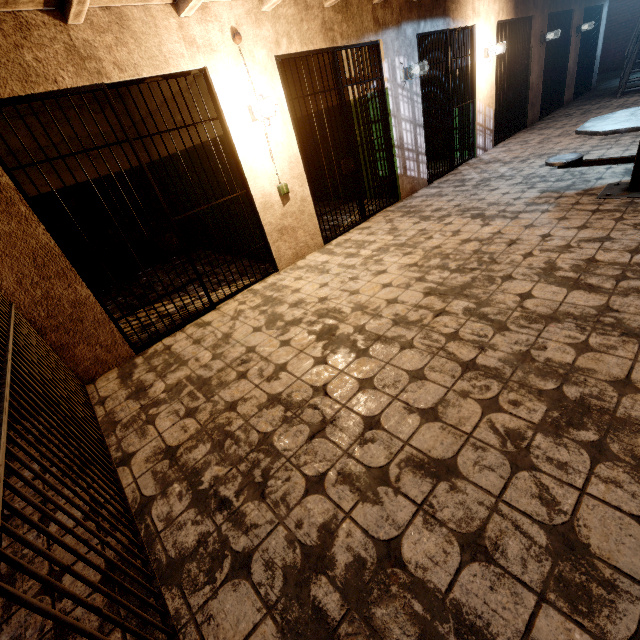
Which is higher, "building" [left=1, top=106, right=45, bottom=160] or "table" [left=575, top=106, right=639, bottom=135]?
"building" [left=1, top=106, right=45, bottom=160]

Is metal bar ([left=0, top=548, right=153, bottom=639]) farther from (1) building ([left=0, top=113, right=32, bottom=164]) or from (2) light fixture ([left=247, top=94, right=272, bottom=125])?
(2) light fixture ([left=247, top=94, right=272, bottom=125])

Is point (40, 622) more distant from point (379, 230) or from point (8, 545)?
point (379, 230)

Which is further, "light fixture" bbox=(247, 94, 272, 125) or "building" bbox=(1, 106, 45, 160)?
"building" bbox=(1, 106, 45, 160)

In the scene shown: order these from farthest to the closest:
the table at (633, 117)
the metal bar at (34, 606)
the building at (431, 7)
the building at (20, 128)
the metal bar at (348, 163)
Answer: the building at (20, 128), the metal bar at (348, 163), the table at (633, 117), the building at (431, 7), the metal bar at (34, 606)

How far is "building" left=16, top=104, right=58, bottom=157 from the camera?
4.9 meters

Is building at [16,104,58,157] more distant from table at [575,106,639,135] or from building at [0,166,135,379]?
table at [575,106,639,135]

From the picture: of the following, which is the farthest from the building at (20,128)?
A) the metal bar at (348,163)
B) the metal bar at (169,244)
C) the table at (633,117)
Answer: the table at (633,117)
